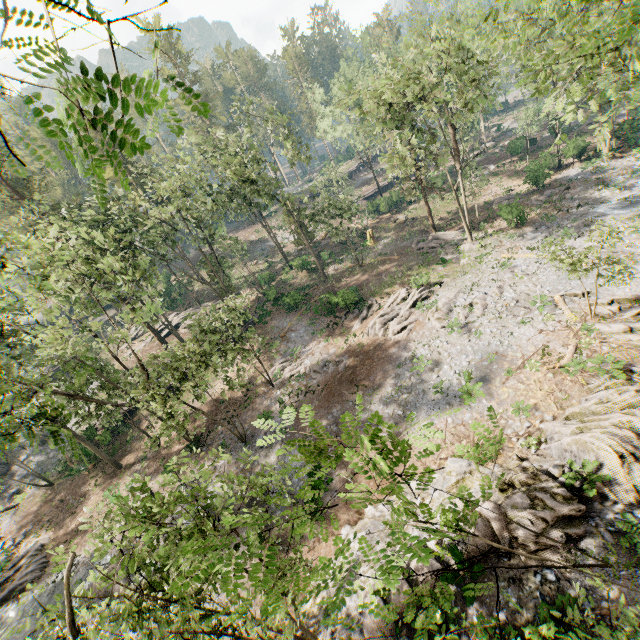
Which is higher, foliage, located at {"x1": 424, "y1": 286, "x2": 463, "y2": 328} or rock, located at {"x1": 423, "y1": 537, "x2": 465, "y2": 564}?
rock, located at {"x1": 423, "y1": 537, "x2": 465, "y2": 564}

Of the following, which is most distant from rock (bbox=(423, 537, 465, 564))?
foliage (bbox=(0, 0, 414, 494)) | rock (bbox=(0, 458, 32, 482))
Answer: rock (bbox=(0, 458, 32, 482))

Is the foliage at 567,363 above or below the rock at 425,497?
above

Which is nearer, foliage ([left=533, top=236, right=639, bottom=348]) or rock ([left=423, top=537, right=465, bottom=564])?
rock ([left=423, top=537, right=465, bottom=564])

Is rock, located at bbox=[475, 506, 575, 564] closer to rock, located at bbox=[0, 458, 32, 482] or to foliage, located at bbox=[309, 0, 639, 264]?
foliage, located at bbox=[309, 0, 639, 264]

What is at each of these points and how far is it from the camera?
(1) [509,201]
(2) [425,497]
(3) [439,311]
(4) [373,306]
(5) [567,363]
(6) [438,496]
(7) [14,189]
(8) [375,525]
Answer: (1) foliage, 35.41m
(2) rock, 15.03m
(3) foliage, 24.88m
(4) foliage, 30.53m
(5) foliage, 17.08m
(6) rock, 14.48m
(7) foliage, 29.88m
(8) rock, 14.95m

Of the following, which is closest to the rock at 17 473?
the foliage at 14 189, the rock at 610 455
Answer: the foliage at 14 189
